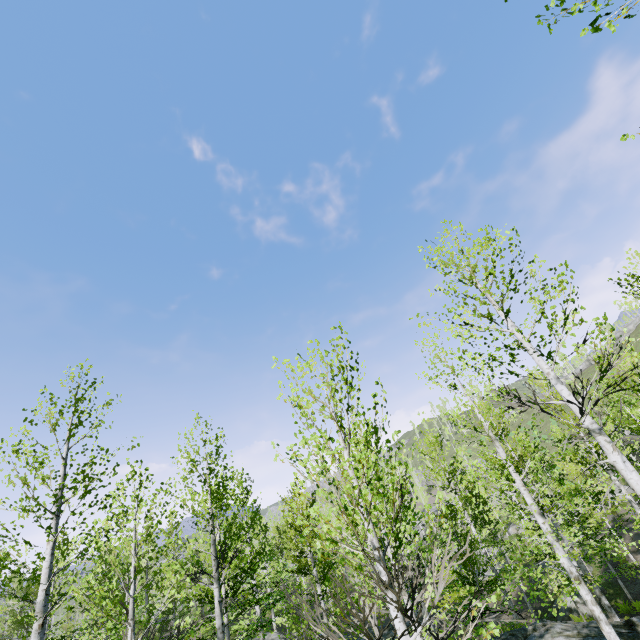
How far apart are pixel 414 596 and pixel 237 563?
37.0 meters

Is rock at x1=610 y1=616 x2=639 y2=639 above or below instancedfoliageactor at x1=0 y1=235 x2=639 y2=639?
below

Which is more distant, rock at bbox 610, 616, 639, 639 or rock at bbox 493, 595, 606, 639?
rock at bbox 493, 595, 606, 639

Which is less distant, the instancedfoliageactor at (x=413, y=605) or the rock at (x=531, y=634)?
the instancedfoliageactor at (x=413, y=605)

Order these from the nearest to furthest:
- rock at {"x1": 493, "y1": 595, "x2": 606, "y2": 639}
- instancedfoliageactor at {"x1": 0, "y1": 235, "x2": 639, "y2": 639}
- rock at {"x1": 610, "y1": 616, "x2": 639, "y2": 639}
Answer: instancedfoliageactor at {"x1": 0, "y1": 235, "x2": 639, "y2": 639}
rock at {"x1": 610, "y1": 616, "x2": 639, "y2": 639}
rock at {"x1": 493, "y1": 595, "x2": 606, "y2": 639}

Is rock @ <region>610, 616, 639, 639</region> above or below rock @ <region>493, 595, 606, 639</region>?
below

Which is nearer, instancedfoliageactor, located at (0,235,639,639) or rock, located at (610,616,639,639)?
instancedfoliageactor, located at (0,235,639,639)

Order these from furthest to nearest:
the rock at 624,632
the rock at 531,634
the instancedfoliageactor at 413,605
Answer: the rock at 531,634
the rock at 624,632
the instancedfoliageactor at 413,605
